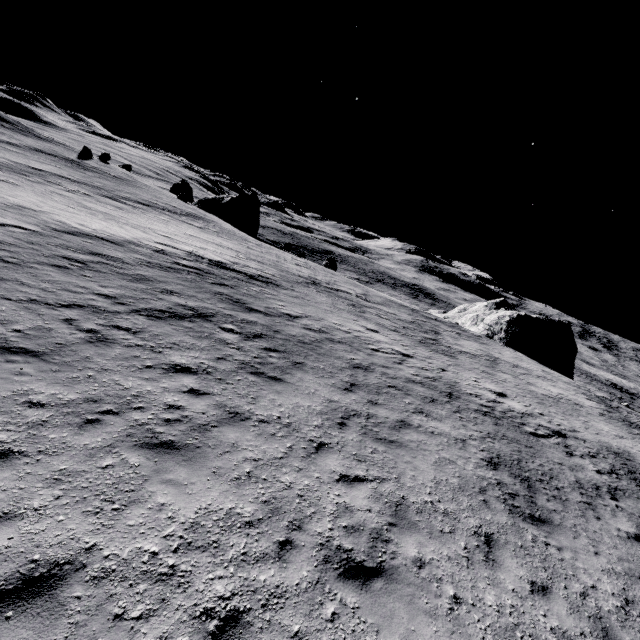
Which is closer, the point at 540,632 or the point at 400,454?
the point at 540,632

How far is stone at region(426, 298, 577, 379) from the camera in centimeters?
3669cm

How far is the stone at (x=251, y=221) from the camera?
51.53m

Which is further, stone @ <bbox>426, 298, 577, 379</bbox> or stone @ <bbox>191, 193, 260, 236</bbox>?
stone @ <bbox>191, 193, 260, 236</bbox>

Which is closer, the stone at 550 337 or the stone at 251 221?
the stone at 550 337

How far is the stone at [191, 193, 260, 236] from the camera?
51.5 meters
